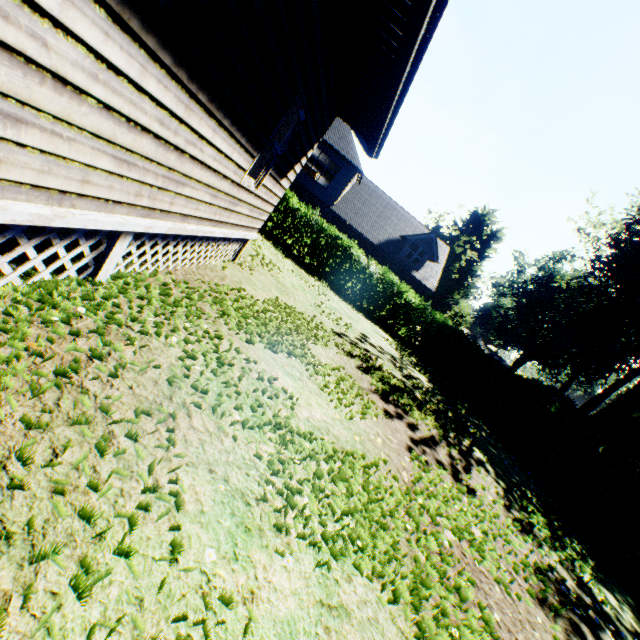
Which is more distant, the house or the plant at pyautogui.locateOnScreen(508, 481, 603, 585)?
the plant at pyautogui.locateOnScreen(508, 481, 603, 585)

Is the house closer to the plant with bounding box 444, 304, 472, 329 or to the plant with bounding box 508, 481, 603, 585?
the plant with bounding box 444, 304, 472, 329

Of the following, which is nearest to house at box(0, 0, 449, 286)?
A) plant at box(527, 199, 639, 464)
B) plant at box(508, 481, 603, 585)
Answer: plant at box(527, 199, 639, 464)

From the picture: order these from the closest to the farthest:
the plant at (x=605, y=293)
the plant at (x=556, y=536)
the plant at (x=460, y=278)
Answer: the plant at (x=556, y=536) → the plant at (x=605, y=293) → the plant at (x=460, y=278)

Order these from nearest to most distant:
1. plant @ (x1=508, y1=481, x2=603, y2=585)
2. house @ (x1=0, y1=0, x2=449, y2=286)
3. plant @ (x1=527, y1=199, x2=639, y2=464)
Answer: house @ (x1=0, y1=0, x2=449, y2=286) < plant @ (x1=508, y1=481, x2=603, y2=585) < plant @ (x1=527, y1=199, x2=639, y2=464)

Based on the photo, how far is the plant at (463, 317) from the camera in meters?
33.3

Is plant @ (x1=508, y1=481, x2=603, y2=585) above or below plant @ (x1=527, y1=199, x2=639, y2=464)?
below

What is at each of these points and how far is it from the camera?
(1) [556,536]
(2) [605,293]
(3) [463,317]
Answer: (1) plant, 6.61m
(2) plant, 37.38m
(3) plant, 33.31m
